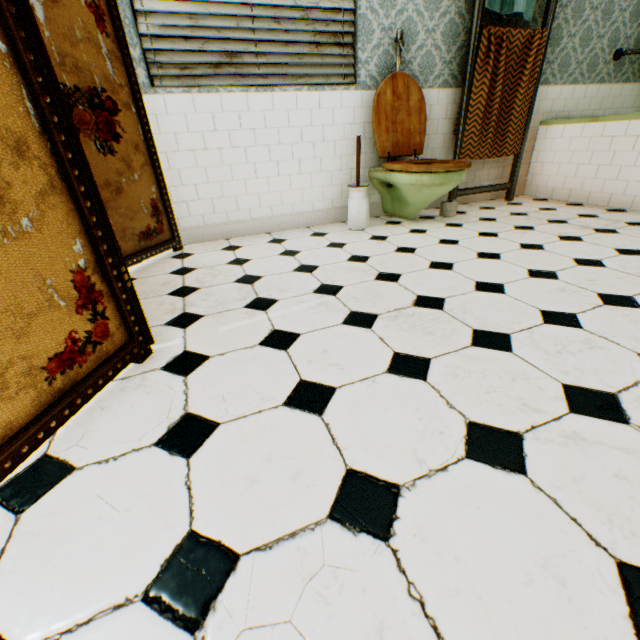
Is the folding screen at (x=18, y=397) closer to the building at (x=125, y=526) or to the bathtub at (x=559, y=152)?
the building at (x=125, y=526)

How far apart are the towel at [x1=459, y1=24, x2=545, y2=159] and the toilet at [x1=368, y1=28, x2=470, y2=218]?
0.45m

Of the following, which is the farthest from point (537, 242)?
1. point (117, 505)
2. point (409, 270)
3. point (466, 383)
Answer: point (117, 505)

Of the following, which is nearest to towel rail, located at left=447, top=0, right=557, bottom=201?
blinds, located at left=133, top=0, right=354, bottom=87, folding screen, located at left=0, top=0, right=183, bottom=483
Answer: blinds, located at left=133, top=0, right=354, bottom=87

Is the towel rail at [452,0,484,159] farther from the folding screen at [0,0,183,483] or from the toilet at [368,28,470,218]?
the folding screen at [0,0,183,483]

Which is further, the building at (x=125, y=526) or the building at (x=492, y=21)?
the building at (x=492, y=21)

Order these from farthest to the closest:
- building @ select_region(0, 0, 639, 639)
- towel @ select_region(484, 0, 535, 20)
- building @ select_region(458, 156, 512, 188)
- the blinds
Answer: building @ select_region(458, 156, 512, 188), towel @ select_region(484, 0, 535, 20), the blinds, building @ select_region(0, 0, 639, 639)

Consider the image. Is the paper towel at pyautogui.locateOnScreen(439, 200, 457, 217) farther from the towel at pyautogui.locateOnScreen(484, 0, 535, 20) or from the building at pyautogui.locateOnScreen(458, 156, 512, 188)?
the towel at pyautogui.locateOnScreen(484, 0, 535, 20)
